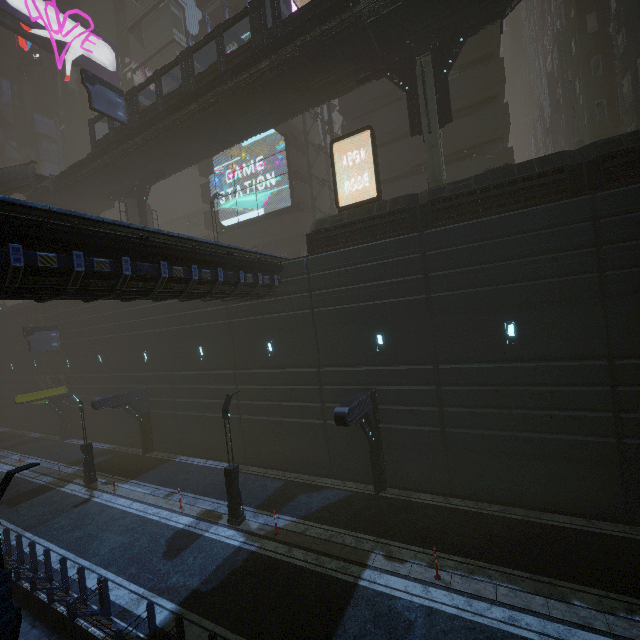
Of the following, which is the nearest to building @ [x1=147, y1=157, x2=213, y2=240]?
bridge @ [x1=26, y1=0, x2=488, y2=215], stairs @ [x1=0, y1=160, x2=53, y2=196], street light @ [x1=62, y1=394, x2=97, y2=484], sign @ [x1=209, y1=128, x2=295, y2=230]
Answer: sign @ [x1=209, y1=128, x2=295, y2=230]

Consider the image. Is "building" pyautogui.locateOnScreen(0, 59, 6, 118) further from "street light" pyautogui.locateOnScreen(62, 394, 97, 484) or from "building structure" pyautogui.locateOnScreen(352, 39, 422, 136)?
"building structure" pyautogui.locateOnScreen(352, 39, 422, 136)

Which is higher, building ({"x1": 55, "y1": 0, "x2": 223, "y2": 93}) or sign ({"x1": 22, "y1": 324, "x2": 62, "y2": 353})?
building ({"x1": 55, "y1": 0, "x2": 223, "y2": 93})

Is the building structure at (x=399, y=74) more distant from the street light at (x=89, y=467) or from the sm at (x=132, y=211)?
the street light at (x=89, y=467)

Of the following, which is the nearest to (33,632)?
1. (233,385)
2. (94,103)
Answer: (233,385)

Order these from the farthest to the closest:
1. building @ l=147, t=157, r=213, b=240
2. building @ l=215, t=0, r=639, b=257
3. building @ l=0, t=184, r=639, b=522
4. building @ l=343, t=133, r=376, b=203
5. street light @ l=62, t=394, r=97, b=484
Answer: building @ l=147, t=157, r=213, b=240 → building @ l=343, t=133, r=376, b=203 → street light @ l=62, t=394, r=97, b=484 → building @ l=215, t=0, r=639, b=257 → building @ l=0, t=184, r=639, b=522

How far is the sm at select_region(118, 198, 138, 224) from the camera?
28.4m

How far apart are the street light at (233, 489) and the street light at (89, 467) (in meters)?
11.32
